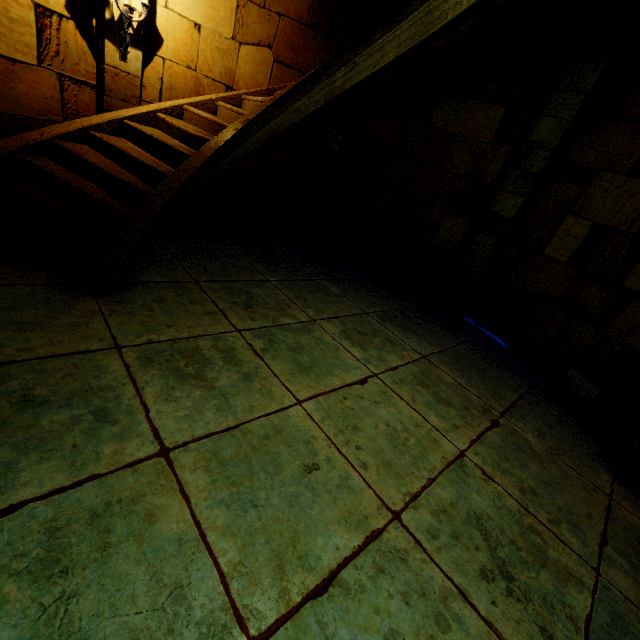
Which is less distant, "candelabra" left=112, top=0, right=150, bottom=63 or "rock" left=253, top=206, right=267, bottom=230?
"candelabra" left=112, top=0, right=150, bottom=63

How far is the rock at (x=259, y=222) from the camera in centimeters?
678cm

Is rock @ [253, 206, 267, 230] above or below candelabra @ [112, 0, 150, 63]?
below

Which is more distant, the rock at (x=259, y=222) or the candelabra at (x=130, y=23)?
the rock at (x=259, y=222)

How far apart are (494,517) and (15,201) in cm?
568

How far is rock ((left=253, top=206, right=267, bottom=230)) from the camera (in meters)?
6.78
